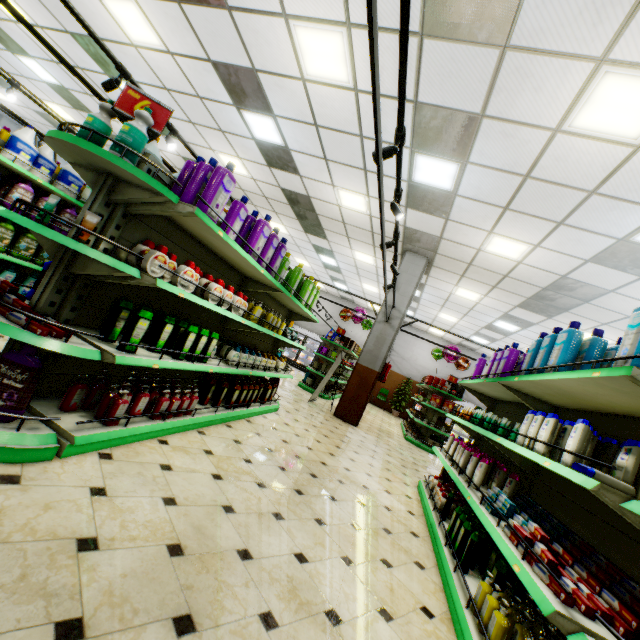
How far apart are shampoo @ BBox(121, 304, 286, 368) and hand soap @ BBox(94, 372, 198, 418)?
0.4m

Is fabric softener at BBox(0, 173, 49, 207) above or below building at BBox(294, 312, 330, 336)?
below

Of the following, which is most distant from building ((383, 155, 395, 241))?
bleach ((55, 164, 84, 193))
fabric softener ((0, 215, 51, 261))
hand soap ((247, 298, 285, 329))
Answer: bleach ((55, 164, 84, 193))

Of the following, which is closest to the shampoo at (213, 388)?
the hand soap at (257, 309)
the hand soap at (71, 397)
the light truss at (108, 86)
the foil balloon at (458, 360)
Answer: the hand soap at (257, 309)

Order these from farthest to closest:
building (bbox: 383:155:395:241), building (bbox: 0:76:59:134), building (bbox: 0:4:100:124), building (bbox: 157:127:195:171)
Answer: building (bbox: 0:76:59:134), building (bbox: 157:127:195:171), building (bbox: 0:4:100:124), building (bbox: 383:155:395:241)

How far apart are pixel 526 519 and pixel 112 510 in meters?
3.1

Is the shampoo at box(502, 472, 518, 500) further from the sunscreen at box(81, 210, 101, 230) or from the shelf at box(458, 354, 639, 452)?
the sunscreen at box(81, 210, 101, 230)

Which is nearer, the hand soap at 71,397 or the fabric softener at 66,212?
the hand soap at 71,397
